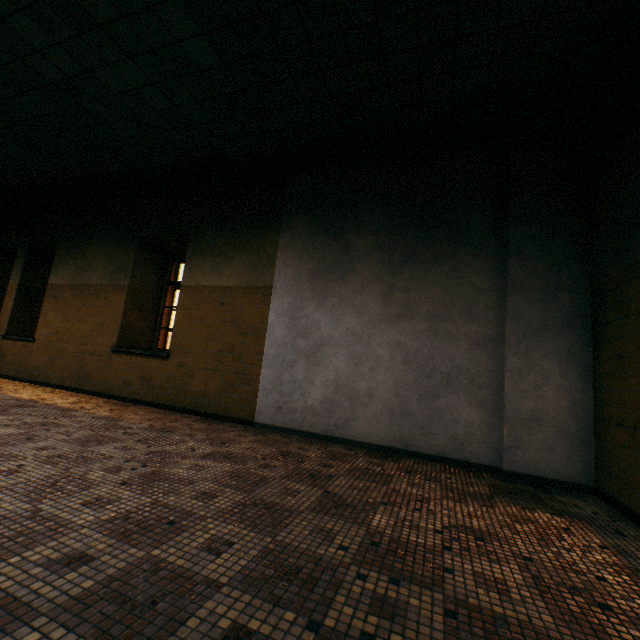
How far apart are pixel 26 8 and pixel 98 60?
0.62m
